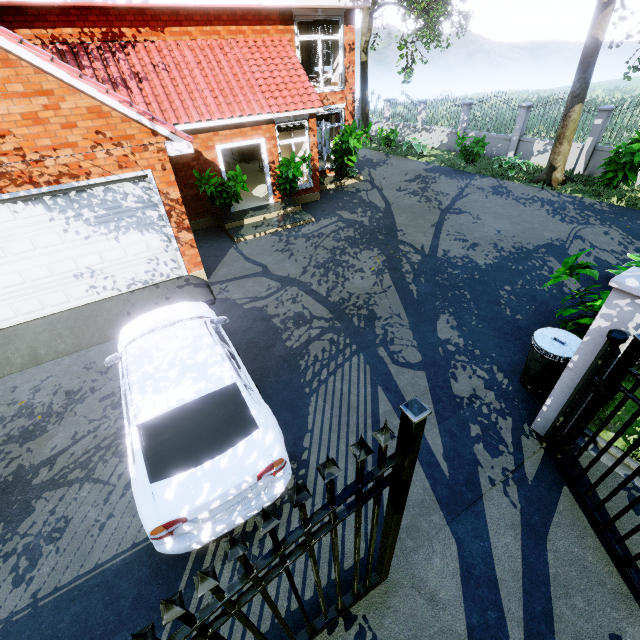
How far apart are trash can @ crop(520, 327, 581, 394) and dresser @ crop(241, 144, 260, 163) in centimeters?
1782cm

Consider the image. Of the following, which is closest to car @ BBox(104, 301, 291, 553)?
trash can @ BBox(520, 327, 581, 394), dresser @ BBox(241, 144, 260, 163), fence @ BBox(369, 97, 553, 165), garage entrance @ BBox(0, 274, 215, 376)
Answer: garage entrance @ BBox(0, 274, 215, 376)

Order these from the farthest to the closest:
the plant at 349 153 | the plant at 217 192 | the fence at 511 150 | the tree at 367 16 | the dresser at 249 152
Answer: the dresser at 249 152, the fence at 511 150, the tree at 367 16, the plant at 349 153, the plant at 217 192

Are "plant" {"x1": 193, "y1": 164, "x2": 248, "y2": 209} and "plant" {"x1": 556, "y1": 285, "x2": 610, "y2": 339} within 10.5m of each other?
yes

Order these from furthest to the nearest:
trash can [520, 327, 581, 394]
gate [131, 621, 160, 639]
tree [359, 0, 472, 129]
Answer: tree [359, 0, 472, 129]
trash can [520, 327, 581, 394]
gate [131, 621, 160, 639]

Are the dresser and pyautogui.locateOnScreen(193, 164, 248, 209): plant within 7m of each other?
no

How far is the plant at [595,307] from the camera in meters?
5.2

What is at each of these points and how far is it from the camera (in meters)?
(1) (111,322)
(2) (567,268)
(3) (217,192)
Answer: (1) garage entrance, 7.20
(2) plant, 5.55
(3) plant, 10.44
